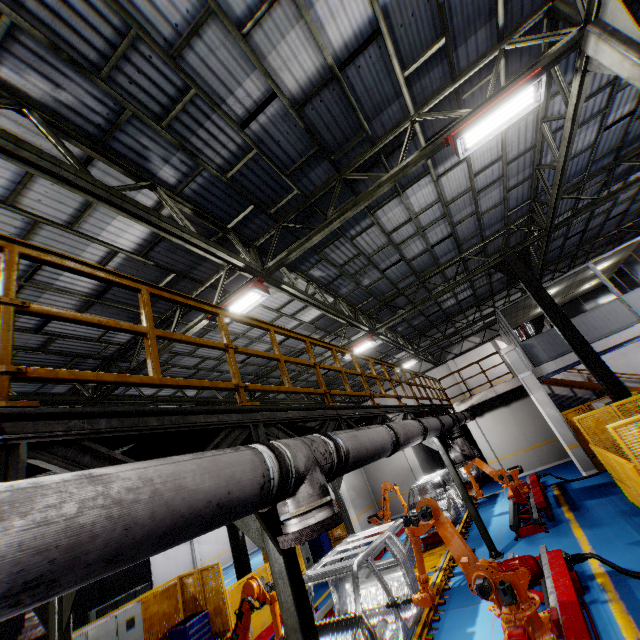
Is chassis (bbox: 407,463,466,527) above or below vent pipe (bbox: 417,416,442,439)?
below

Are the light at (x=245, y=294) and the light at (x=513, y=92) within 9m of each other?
yes

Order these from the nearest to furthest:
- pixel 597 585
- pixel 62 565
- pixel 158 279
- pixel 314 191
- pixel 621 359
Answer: pixel 62 565, pixel 597 585, pixel 314 191, pixel 158 279, pixel 621 359

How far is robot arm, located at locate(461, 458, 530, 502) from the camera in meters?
11.2 m

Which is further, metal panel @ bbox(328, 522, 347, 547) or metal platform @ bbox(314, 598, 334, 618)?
metal panel @ bbox(328, 522, 347, 547)

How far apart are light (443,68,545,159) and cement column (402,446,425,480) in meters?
16.6 m

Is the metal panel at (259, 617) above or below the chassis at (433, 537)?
below

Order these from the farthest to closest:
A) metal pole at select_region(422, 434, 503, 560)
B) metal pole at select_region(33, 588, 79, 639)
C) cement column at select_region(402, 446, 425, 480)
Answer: cement column at select_region(402, 446, 425, 480) → metal pole at select_region(422, 434, 503, 560) → metal pole at select_region(33, 588, 79, 639)
